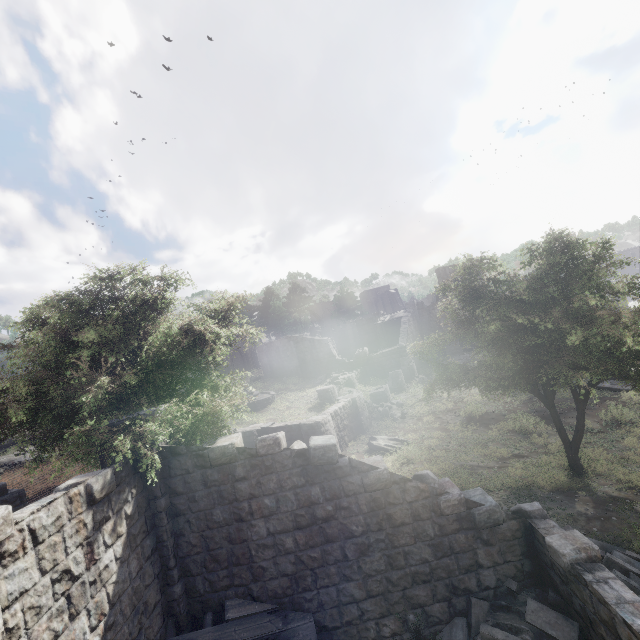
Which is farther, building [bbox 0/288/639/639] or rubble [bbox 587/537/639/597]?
rubble [bbox 587/537/639/597]

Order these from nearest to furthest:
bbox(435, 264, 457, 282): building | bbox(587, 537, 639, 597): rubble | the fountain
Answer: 1. bbox(587, 537, 639, 597): rubble
2. the fountain
3. bbox(435, 264, 457, 282): building

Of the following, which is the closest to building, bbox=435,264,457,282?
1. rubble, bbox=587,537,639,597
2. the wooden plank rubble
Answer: rubble, bbox=587,537,639,597

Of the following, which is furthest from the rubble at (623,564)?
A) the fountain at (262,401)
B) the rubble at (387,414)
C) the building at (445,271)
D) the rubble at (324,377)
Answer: the rubble at (324,377)

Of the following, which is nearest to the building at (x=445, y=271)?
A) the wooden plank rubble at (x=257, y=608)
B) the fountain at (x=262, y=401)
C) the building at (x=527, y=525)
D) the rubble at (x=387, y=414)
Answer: the rubble at (x=387, y=414)

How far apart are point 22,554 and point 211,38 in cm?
7721

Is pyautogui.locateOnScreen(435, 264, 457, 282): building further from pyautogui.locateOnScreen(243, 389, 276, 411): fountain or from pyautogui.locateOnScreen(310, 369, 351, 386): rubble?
pyautogui.locateOnScreen(243, 389, 276, 411): fountain
